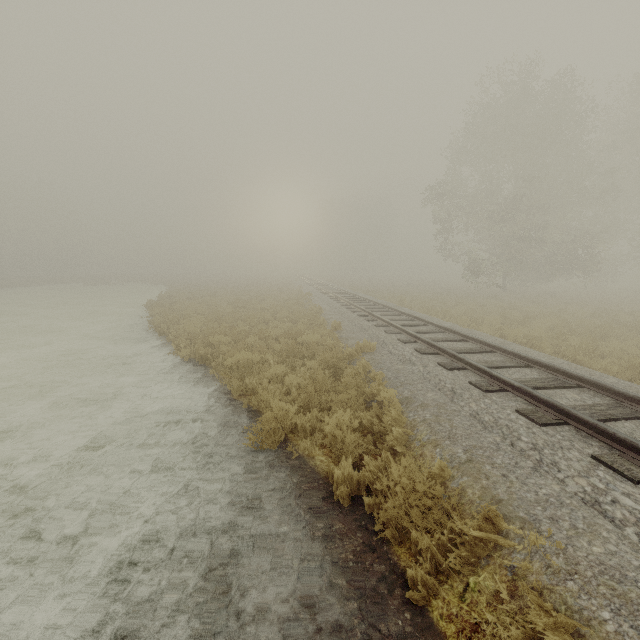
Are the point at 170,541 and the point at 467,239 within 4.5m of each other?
no
